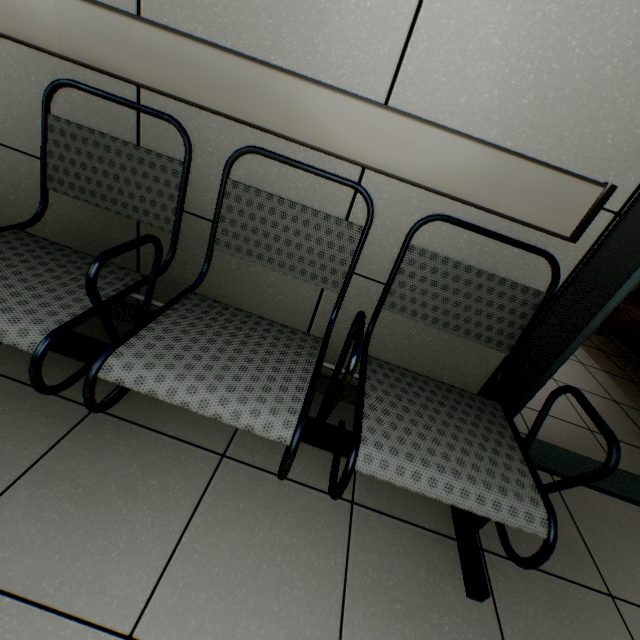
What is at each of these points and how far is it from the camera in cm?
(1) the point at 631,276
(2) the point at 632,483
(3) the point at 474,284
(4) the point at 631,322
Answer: (1) door, 110
(2) door, 168
(3) chair, 112
(4) sofa, 247

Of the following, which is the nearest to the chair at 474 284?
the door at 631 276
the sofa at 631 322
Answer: the door at 631 276

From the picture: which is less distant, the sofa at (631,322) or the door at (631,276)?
the door at (631,276)

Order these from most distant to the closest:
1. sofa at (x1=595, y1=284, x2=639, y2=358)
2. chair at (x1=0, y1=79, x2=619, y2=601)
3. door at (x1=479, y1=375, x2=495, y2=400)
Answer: sofa at (x1=595, y1=284, x2=639, y2=358) → door at (x1=479, y1=375, x2=495, y2=400) → chair at (x1=0, y1=79, x2=619, y2=601)

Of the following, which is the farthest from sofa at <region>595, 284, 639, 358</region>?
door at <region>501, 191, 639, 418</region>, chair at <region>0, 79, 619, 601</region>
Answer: chair at <region>0, 79, 619, 601</region>

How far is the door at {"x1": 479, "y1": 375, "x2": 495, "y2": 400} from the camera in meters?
1.4 m

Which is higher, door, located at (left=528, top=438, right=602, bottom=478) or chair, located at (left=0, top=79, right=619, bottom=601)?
chair, located at (left=0, top=79, right=619, bottom=601)
